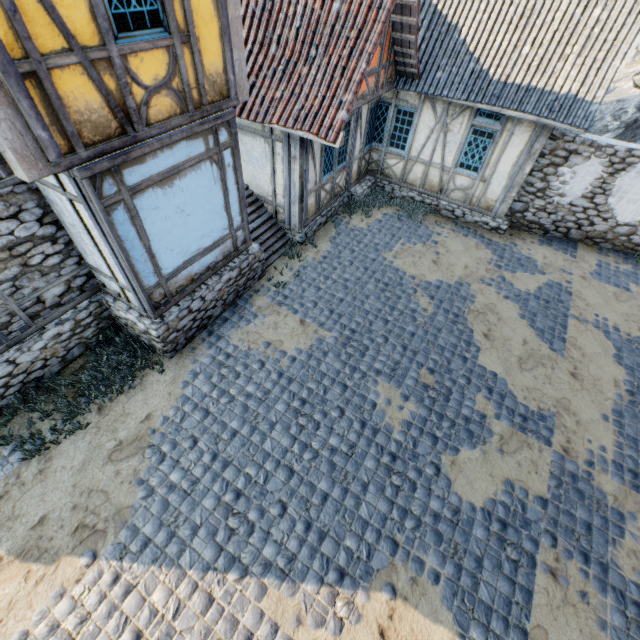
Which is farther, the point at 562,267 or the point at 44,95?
the point at 562,267

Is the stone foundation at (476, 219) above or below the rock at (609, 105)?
A: below

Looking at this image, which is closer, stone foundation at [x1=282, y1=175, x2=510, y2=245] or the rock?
stone foundation at [x1=282, y1=175, x2=510, y2=245]

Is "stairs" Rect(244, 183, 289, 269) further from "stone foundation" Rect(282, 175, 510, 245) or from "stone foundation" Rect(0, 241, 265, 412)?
"stone foundation" Rect(282, 175, 510, 245)

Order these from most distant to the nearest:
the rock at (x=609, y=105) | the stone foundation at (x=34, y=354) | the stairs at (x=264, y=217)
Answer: the rock at (x=609, y=105), the stairs at (x=264, y=217), the stone foundation at (x=34, y=354)

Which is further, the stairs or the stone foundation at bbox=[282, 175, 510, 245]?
the stone foundation at bbox=[282, 175, 510, 245]

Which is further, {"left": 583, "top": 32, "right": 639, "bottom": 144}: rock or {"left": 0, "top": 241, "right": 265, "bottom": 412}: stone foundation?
{"left": 583, "top": 32, "right": 639, "bottom": 144}: rock

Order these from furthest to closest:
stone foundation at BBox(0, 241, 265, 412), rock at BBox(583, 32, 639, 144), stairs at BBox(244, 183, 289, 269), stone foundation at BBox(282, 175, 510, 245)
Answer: rock at BBox(583, 32, 639, 144), stone foundation at BBox(282, 175, 510, 245), stairs at BBox(244, 183, 289, 269), stone foundation at BBox(0, 241, 265, 412)
